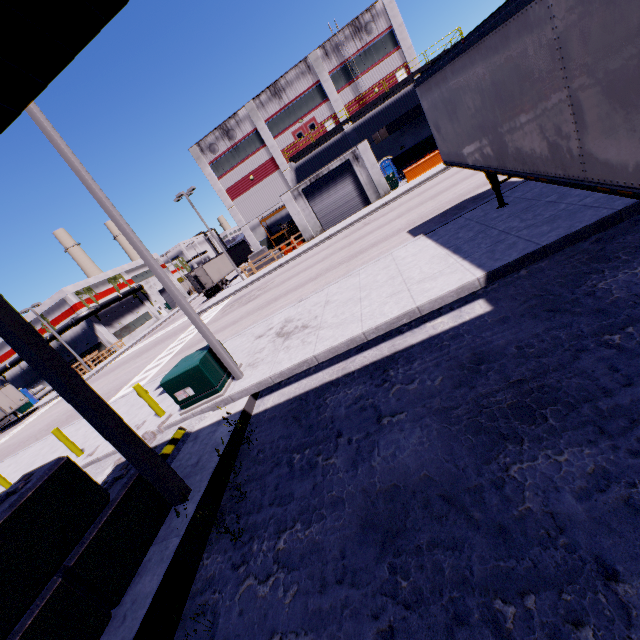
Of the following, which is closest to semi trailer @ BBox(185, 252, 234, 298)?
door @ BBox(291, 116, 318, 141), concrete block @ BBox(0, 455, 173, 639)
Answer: concrete block @ BBox(0, 455, 173, 639)

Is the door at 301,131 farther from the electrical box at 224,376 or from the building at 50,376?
the electrical box at 224,376

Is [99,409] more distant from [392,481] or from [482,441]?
[482,441]

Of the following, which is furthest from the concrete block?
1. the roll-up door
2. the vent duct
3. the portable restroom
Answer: the vent duct

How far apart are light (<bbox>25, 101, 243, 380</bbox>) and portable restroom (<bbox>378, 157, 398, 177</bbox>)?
31.1m

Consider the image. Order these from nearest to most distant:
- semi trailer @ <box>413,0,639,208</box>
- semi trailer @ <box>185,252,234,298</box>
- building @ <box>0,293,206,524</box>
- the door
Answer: semi trailer @ <box>413,0,639,208</box>, building @ <box>0,293,206,524</box>, the door, semi trailer @ <box>185,252,234,298</box>

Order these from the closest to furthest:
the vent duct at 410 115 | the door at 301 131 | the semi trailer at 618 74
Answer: the semi trailer at 618 74 → the vent duct at 410 115 → the door at 301 131

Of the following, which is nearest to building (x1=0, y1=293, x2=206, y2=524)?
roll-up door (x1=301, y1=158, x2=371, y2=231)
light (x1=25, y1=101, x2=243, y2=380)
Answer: roll-up door (x1=301, y1=158, x2=371, y2=231)
